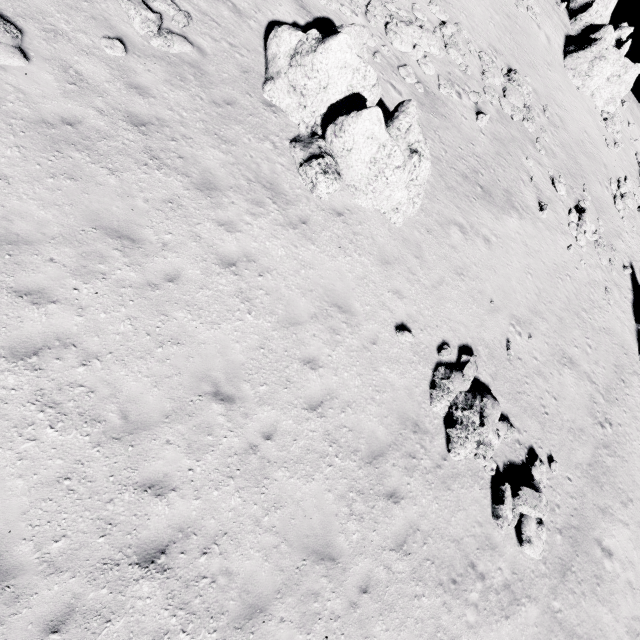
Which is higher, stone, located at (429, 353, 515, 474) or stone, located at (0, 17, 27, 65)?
stone, located at (0, 17, 27, 65)

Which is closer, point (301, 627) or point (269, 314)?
point (301, 627)

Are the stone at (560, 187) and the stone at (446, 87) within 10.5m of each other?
yes

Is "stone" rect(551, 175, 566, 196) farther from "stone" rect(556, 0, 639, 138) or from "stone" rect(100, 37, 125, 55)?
"stone" rect(100, 37, 125, 55)

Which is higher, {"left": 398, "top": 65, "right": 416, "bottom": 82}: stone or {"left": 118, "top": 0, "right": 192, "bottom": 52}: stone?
{"left": 398, "top": 65, "right": 416, "bottom": 82}: stone

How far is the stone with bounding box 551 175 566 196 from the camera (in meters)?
18.92

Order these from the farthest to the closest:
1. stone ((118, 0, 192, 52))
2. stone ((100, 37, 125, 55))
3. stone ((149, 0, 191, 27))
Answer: stone ((149, 0, 191, 27)) < stone ((118, 0, 192, 52)) < stone ((100, 37, 125, 55))

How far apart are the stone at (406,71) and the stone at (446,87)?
1.3 meters
